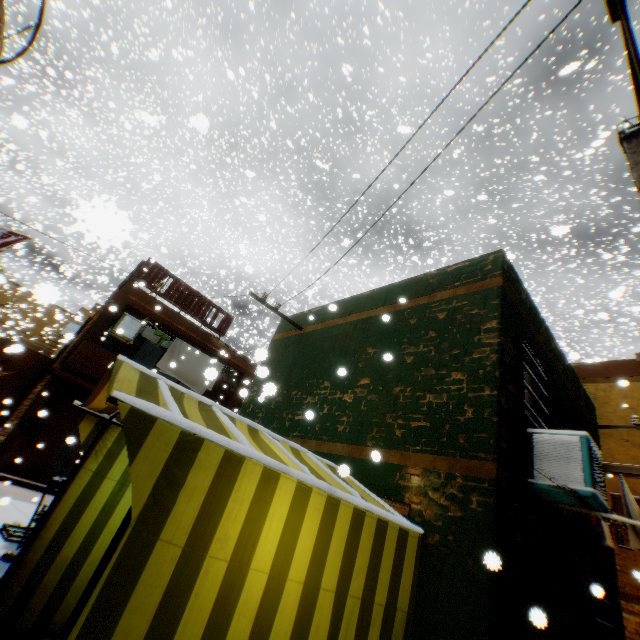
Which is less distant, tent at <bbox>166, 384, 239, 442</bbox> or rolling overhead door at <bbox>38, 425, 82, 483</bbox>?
tent at <bbox>166, 384, 239, 442</bbox>

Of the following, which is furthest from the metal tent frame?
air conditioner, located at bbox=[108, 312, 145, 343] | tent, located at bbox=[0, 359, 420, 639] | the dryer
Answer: air conditioner, located at bbox=[108, 312, 145, 343]

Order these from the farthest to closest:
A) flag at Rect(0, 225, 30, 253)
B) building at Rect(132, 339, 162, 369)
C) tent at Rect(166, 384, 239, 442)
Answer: building at Rect(132, 339, 162, 369)
flag at Rect(0, 225, 30, 253)
tent at Rect(166, 384, 239, 442)

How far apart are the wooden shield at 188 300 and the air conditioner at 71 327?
0.6 meters

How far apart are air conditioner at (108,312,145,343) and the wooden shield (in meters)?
0.61

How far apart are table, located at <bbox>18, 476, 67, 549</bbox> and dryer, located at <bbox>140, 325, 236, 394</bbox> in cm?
36

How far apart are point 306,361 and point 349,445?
2.95m

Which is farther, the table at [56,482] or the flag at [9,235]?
the flag at [9,235]
